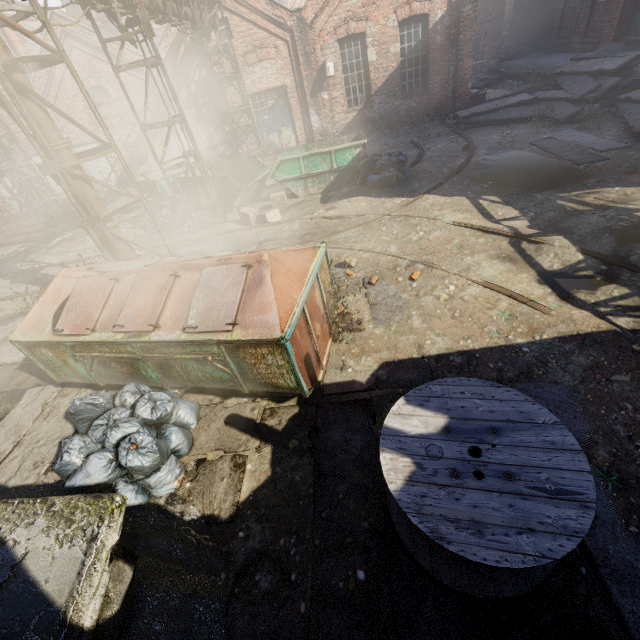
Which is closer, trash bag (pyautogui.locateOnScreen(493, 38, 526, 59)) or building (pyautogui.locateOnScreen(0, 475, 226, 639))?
building (pyautogui.locateOnScreen(0, 475, 226, 639))

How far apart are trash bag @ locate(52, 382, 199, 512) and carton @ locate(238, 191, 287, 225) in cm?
655

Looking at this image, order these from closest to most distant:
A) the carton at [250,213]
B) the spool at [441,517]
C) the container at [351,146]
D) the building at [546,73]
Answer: the spool at [441,517], the carton at [250,213], the container at [351,146], the building at [546,73]

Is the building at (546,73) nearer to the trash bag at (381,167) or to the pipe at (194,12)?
the trash bag at (381,167)

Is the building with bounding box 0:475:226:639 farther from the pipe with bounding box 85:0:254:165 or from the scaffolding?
the scaffolding

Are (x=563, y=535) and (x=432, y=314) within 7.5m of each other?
yes

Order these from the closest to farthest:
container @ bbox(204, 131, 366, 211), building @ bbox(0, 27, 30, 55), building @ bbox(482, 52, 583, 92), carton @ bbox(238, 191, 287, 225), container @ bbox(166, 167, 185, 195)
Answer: carton @ bbox(238, 191, 287, 225) → container @ bbox(204, 131, 366, 211) → container @ bbox(166, 167, 185, 195) → building @ bbox(482, 52, 583, 92) → building @ bbox(0, 27, 30, 55)

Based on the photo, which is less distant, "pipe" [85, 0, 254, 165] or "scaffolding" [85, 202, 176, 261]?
"scaffolding" [85, 202, 176, 261]
